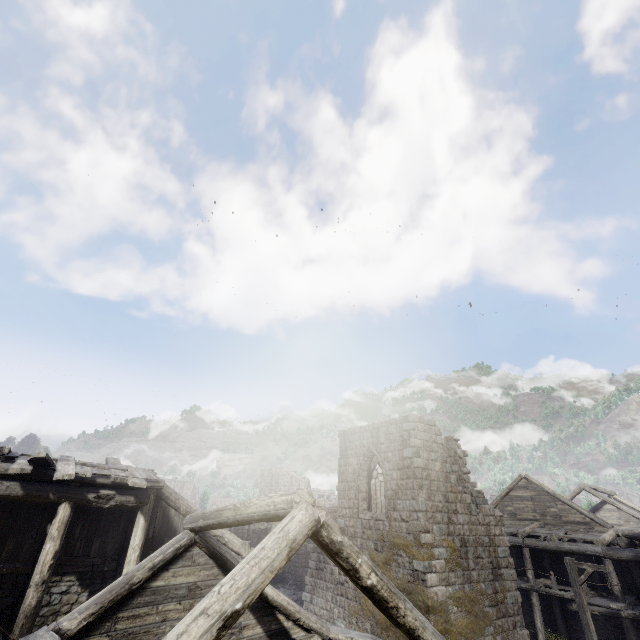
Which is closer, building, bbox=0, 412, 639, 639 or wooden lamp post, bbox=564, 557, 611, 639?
building, bbox=0, 412, 639, 639

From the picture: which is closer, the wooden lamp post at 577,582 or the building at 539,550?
the building at 539,550

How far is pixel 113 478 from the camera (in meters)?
10.27
